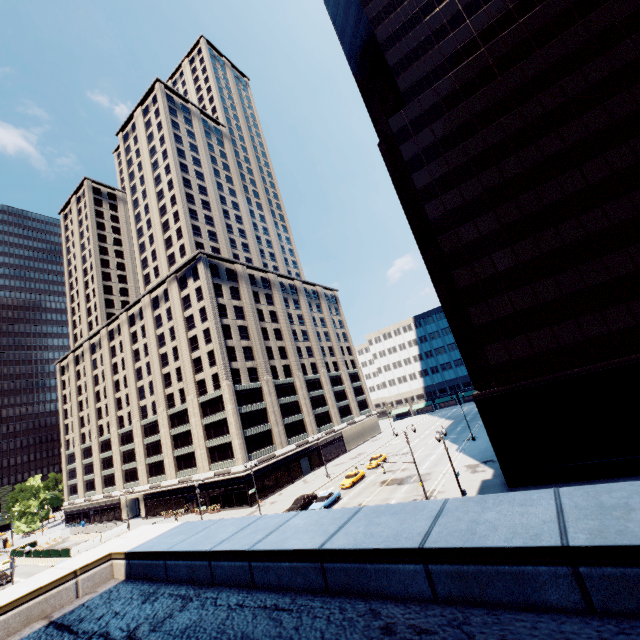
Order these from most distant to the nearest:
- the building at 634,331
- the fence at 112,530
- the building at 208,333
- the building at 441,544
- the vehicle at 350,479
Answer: the building at 208,333 < the fence at 112,530 < the vehicle at 350,479 < the building at 634,331 < the building at 441,544

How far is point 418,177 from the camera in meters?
35.1

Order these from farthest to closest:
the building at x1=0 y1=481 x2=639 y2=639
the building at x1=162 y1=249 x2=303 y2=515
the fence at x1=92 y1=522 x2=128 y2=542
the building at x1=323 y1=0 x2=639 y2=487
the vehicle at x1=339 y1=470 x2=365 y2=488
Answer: the building at x1=162 y1=249 x2=303 y2=515
the fence at x1=92 y1=522 x2=128 y2=542
the vehicle at x1=339 y1=470 x2=365 y2=488
the building at x1=323 y1=0 x2=639 y2=487
the building at x1=0 y1=481 x2=639 y2=639

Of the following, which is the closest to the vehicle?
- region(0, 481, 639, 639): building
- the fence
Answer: the fence

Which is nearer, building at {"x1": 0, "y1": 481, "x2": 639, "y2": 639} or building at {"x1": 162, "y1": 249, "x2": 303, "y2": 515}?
building at {"x1": 0, "y1": 481, "x2": 639, "y2": 639}

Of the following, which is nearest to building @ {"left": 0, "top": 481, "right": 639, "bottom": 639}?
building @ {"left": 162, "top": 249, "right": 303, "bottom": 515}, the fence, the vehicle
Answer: the vehicle

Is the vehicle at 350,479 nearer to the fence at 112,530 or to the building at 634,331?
the building at 634,331

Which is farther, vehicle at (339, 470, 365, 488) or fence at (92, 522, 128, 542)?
fence at (92, 522, 128, 542)
